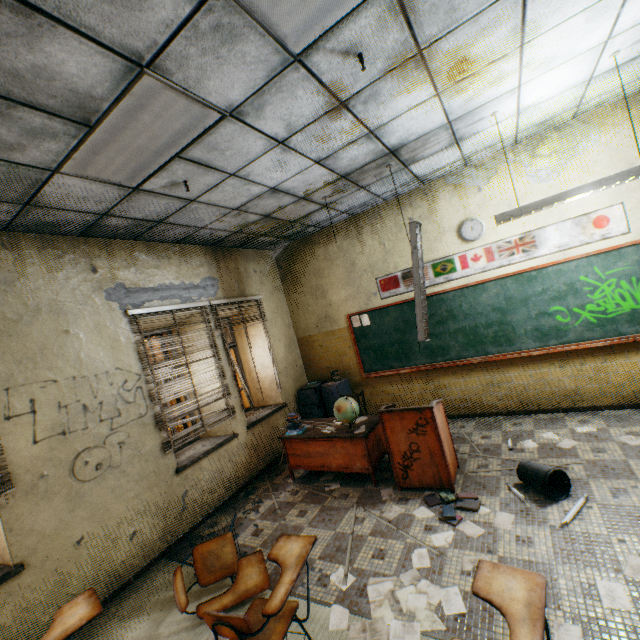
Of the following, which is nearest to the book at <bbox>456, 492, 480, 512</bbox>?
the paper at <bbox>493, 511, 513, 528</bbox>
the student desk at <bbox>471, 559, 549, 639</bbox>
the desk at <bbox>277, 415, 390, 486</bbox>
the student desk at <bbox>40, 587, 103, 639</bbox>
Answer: the paper at <bbox>493, 511, 513, 528</bbox>

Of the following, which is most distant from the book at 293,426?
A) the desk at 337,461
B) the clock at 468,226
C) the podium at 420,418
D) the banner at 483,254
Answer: the clock at 468,226

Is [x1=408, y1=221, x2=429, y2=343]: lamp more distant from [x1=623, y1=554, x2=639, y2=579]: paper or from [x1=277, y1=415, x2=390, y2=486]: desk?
[x1=623, y1=554, x2=639, y2=579]: paper

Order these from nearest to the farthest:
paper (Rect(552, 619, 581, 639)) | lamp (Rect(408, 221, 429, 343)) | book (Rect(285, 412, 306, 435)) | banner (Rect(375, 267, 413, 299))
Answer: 1. paper (Rect(552, 619, 581, 639))
2. lamp (Rect(408, 221, 429, 343))
3. book (Rect(285, 412, 306, 435))
4. banner (Rect(375, 267, 413, 299))

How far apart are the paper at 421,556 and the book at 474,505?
0.0m

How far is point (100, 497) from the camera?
3.5m

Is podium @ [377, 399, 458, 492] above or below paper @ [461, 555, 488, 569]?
above

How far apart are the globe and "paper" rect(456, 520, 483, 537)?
1.5 meters
